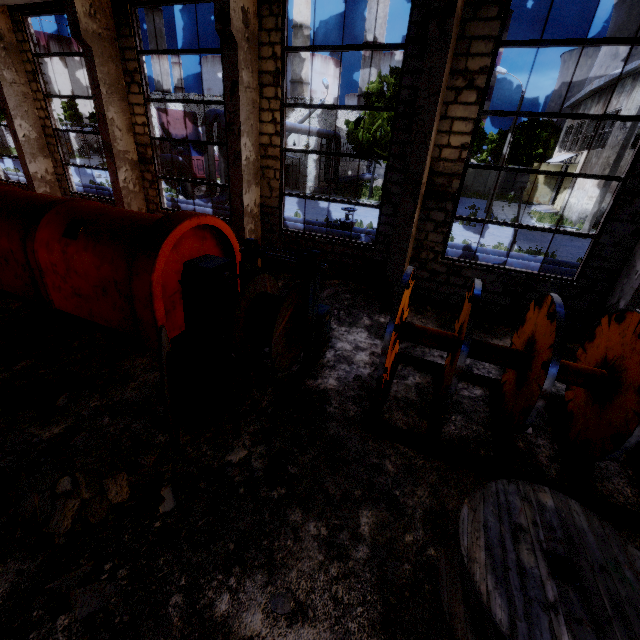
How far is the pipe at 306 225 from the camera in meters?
11.7

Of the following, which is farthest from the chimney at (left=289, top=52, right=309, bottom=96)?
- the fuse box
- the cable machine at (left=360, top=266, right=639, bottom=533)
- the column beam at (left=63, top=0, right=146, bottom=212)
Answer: the cable machine at (left=360, top=266, right=639, bottom=533)

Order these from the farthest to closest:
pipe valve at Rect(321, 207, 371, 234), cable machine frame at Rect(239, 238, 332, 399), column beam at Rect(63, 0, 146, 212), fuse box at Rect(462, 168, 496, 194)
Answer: fuse box at Rect(462, 168, 496, 194)
pipe valve at Rect(321, 207, 371, 234)
column beam at Rect(63, 0, 146, 212)
cable machine frame at Rect(239, 238, 332, 399)

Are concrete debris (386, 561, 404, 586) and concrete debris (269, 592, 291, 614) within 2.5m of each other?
yes

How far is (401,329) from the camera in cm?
481

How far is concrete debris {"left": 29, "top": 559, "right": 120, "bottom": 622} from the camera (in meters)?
2.68

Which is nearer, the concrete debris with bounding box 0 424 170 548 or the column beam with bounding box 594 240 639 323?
the concrete debris with bounding box 0 424 170 548
